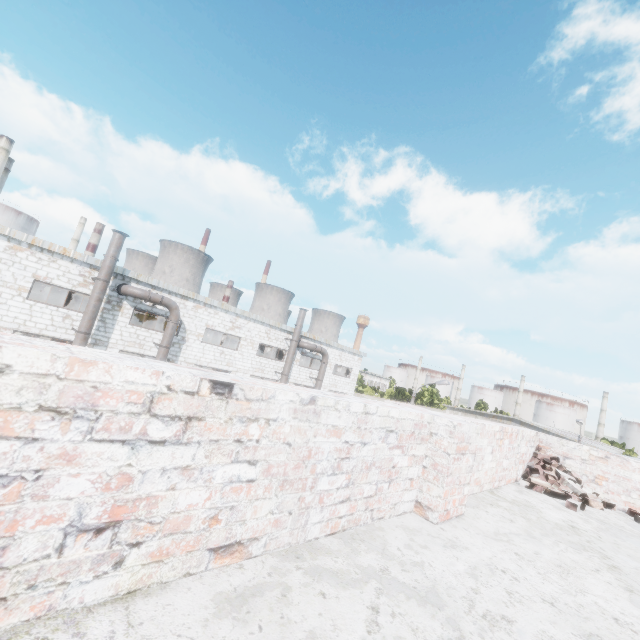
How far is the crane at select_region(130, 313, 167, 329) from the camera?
28.4 meters

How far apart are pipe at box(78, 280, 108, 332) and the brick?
18.5m

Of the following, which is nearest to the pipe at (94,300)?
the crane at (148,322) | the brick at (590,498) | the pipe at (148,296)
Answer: the pipe at (148,296)

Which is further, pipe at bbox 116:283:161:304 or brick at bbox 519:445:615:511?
pipe at bbox 116:283:161:304

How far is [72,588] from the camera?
1.04m

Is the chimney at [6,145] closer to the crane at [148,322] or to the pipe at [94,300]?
the crane at [148,322]

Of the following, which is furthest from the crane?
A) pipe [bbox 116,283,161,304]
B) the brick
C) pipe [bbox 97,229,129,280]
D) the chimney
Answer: the chimney
